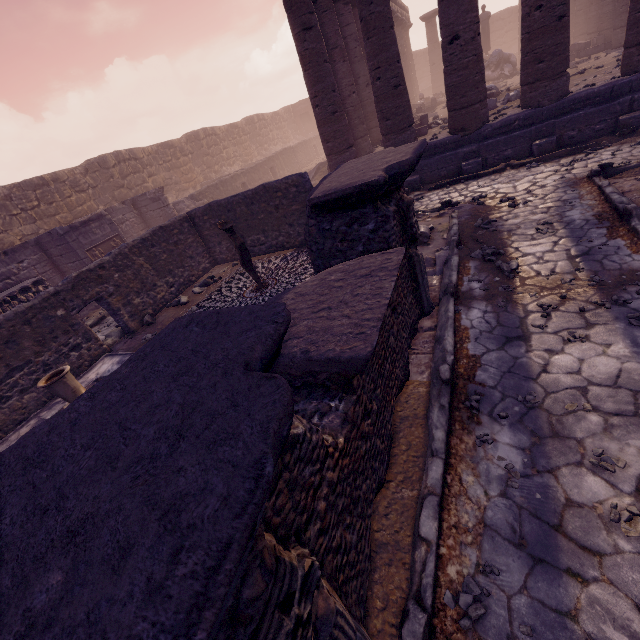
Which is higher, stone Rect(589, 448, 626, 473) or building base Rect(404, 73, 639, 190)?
building base Rect(404, 73, 639, 190)

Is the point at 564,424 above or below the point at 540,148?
below

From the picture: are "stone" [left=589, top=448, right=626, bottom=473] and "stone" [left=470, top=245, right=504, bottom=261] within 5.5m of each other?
yes

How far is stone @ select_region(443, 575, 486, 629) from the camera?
2.0 meters

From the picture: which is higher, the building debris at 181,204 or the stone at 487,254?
→ the building debris at 181,204

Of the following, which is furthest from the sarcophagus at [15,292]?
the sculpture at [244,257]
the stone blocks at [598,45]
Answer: the stone blocks at [598,45]

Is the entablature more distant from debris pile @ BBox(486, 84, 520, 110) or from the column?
debris pile @ BBox(486, 84, 520, 110)

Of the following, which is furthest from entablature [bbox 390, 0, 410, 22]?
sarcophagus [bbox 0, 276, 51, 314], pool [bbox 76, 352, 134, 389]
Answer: sarcophagus [bbox 0, 276, 51, 314]
